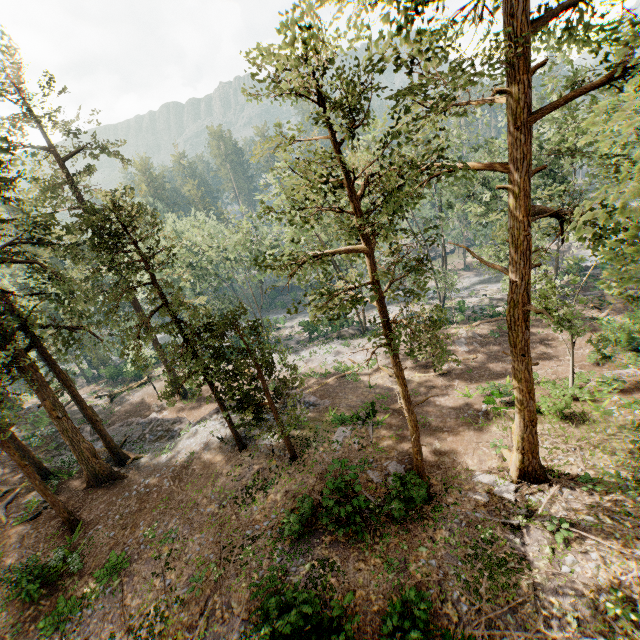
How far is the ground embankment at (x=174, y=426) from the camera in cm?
2547

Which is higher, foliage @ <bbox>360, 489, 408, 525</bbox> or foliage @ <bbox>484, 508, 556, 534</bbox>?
foliage @ <bbox>360, 489, 408, 525</bbox>

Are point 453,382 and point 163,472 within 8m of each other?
no

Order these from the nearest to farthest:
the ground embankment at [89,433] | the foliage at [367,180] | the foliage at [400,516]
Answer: the foliage at [367,180] < the foliage at [400,516] < the ground embankment at [89,433]

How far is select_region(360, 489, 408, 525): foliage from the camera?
13.83m

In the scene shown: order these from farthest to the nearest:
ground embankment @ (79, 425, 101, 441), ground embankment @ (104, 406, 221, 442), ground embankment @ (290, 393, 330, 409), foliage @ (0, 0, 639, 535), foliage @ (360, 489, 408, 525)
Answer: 1. ground embankment @ (79, 425, 101, 441)
2. ground embankment @ (104, 406, 221, 442)
3. ground embankment @ (290, 393, 330, 409)
4. foliage @ (360, 489, 408, 525)
5. foliage @ (0, 0, 639, 535)
